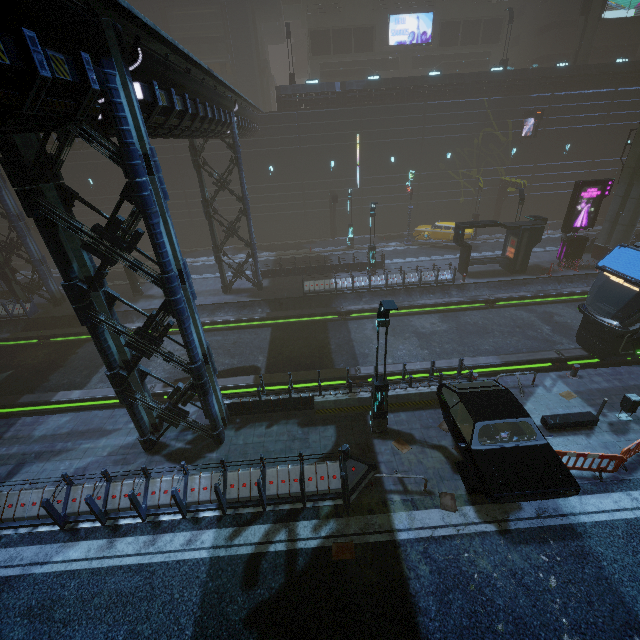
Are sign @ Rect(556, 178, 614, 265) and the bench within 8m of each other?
no

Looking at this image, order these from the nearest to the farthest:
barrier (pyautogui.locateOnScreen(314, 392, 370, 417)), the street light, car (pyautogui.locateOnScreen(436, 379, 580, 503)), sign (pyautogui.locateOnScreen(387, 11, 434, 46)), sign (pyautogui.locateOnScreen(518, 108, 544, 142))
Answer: car (pyautogui.locateOnScreen(436, 379, 580, 503)) → the street light → barrier (pyautogui.locateOnScreen(314, 392, 370, 417)) → sign (pyautogui.locateOnScreen(518, 108, 544, 142)) → sign (pyautogui.locateOnScreen(387, 11, 434, 46))

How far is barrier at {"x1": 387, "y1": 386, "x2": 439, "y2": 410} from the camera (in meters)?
12.45

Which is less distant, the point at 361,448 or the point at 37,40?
the point at 37,40

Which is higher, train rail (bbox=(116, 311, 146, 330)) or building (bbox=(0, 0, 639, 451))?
building (bbox=(0, 0, 639, 451))

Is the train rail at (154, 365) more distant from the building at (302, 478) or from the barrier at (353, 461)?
the barrier at (353, 461)

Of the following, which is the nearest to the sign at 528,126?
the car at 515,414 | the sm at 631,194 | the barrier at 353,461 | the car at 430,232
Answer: the sm at 631,194

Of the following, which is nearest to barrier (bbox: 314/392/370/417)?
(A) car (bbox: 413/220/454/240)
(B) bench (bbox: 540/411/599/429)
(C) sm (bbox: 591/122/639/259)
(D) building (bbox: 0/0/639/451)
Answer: (D) building (bbox: 0/0/639/451)
